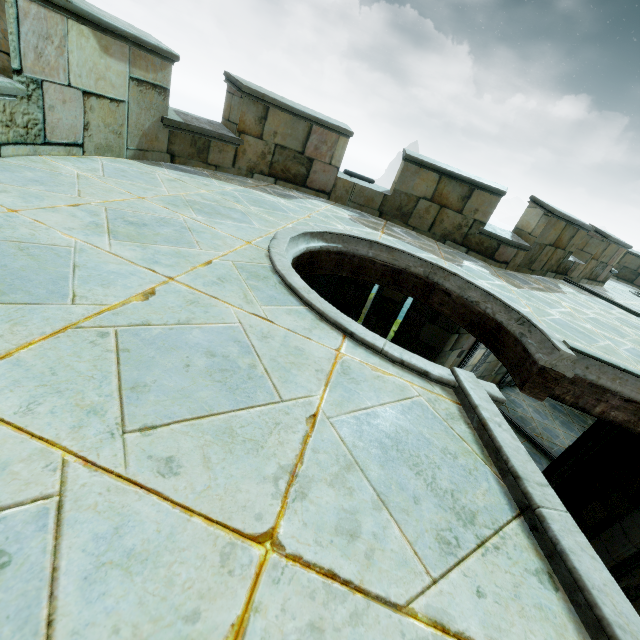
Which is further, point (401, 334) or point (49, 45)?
point (401, 334)
